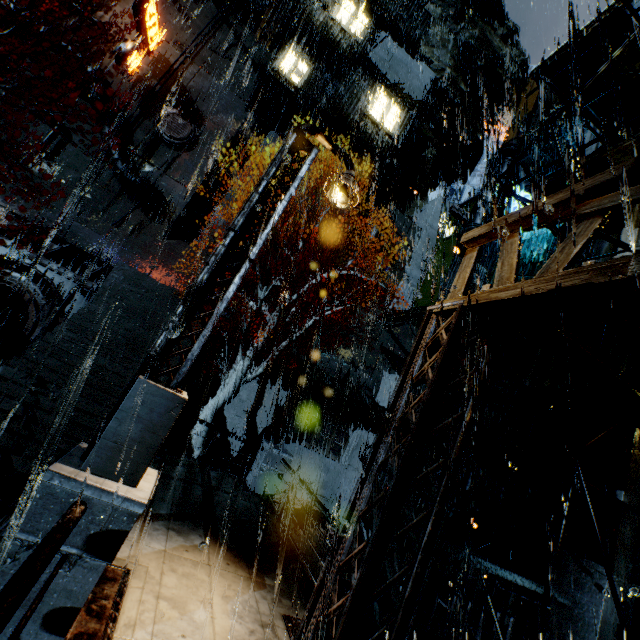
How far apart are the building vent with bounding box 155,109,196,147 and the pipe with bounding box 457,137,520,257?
21.4m

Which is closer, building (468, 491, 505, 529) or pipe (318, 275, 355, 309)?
building (468, 491, 505, 529)

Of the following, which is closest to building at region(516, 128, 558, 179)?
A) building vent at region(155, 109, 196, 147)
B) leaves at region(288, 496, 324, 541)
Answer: building vent at region(155, 109, 196, 147)

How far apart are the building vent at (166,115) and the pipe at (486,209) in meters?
21.4

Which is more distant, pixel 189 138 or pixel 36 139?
pixel 189 138

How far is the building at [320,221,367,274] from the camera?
27.9 meters

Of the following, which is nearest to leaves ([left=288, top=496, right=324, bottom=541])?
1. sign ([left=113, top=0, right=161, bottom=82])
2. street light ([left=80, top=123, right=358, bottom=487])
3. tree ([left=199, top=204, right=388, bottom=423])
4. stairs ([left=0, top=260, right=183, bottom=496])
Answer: tree ([left=199, top=204, right=388, bottom=423])

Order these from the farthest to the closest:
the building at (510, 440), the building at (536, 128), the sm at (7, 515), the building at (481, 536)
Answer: the building at (536, 128) < the building at (510, 440) < the building at (481, 536) < the sm at (7, 515)
